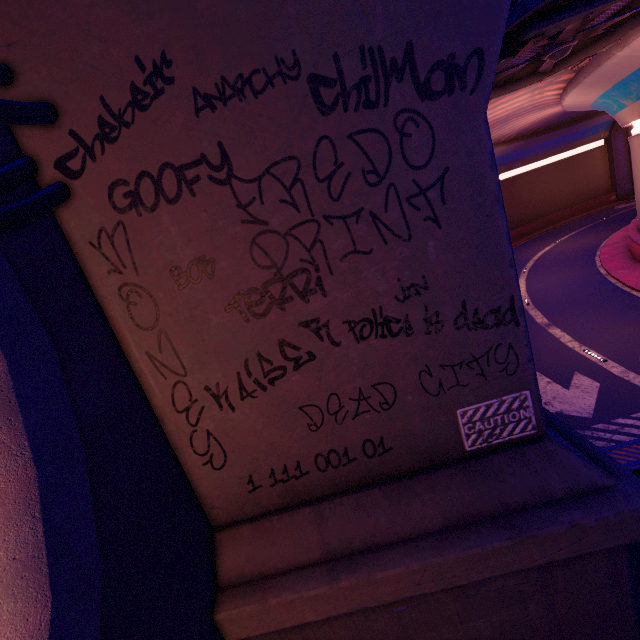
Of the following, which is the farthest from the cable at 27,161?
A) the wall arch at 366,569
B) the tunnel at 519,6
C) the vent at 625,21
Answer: the vent at 625,21

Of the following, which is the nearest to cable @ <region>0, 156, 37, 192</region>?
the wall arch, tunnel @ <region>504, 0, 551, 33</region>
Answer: the wall arch

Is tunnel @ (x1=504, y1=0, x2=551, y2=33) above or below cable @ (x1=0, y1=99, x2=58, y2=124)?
above

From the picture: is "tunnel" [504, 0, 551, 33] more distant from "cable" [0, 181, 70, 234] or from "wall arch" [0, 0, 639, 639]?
"cable" [0, 181, 70, 234]

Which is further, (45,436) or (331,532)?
(331,532)

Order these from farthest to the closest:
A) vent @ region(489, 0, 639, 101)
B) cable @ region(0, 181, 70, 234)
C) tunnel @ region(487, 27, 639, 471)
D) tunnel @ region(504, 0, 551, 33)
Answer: tunnel @ region(487, 27, 639, 471) → vent @ region(489, 0, 639, 101) → tunnel @ region(504, 0, 551, 33) → cable @ region(0, 181, 70, 234)

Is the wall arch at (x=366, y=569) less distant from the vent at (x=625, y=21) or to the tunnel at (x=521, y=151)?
Result: the tunnel at (x=521, y=151)

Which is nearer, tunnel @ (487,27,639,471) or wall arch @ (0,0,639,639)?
wall arch @ (0,0,639,639)
